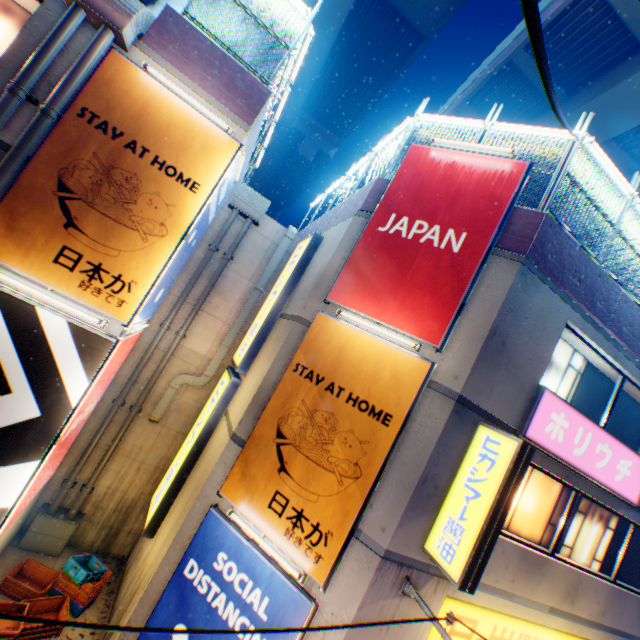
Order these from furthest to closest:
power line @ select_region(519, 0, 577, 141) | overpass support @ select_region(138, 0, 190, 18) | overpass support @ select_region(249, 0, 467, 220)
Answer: overpass support @ select_region(138, 0, 190, 18), overpass support @ select_region(249, 0, 467, 220), power line @ select_region(519, 0, 577, 141)

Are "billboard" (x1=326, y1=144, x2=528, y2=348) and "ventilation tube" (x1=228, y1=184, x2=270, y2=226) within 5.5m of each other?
yes

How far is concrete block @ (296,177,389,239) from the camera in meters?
7.9

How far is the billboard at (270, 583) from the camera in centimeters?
561cm

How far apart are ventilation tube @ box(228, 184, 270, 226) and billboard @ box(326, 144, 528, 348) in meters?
4.1 m

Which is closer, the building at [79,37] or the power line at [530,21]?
the power line at [530,21]

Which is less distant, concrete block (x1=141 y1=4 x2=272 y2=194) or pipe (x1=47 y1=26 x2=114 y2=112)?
pipe (x1=47 y1=26 x2=114 y2=112)

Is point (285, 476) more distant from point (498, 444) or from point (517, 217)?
point (517, 217)
